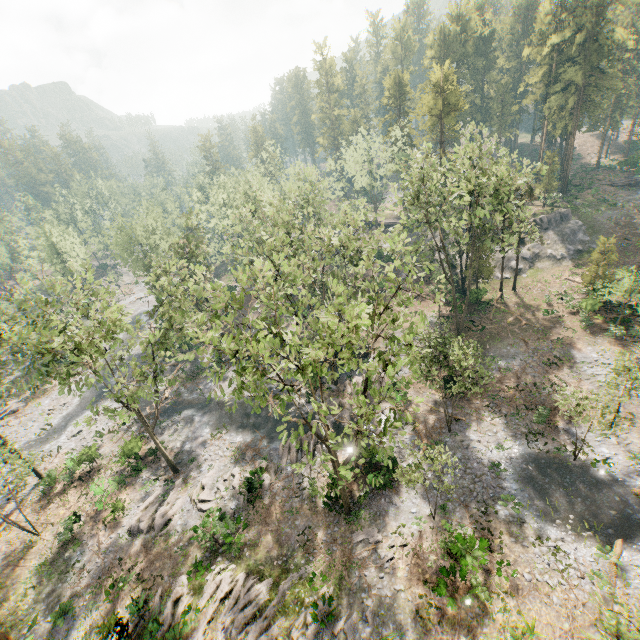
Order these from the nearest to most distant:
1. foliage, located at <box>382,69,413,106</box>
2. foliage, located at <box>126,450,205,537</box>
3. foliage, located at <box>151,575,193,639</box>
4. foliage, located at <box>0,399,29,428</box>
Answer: foliage, located at <box>151,575,193,639</box> < foliage, located at <box>126,450,205,537</box> < foliage, located at <box>0,399,29,428</box> < foliage, located at <box>382,69,413,106</box>

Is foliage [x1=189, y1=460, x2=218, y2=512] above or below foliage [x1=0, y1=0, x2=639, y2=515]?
below

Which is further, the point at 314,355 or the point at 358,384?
the point at 358,384

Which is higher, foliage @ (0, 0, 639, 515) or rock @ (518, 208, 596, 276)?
foliage @ (0, 0, 639, 515)

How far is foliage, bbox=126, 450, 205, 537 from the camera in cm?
2538

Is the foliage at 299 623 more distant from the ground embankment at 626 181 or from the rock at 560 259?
the ground embankment at 626 181

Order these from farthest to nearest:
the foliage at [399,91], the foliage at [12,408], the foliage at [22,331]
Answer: the foliage at [399,91] < the foliage at [12,408] < the foliage at [22,331]

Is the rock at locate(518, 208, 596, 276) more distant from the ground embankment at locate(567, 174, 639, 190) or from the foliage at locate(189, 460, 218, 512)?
the ground embankment at locate(567, 174, 639, 190)
